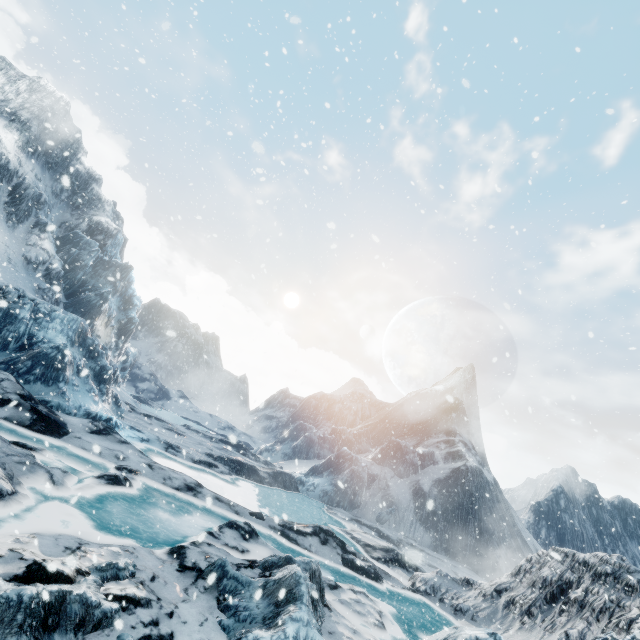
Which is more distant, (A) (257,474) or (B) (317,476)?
(B) (317,476)
